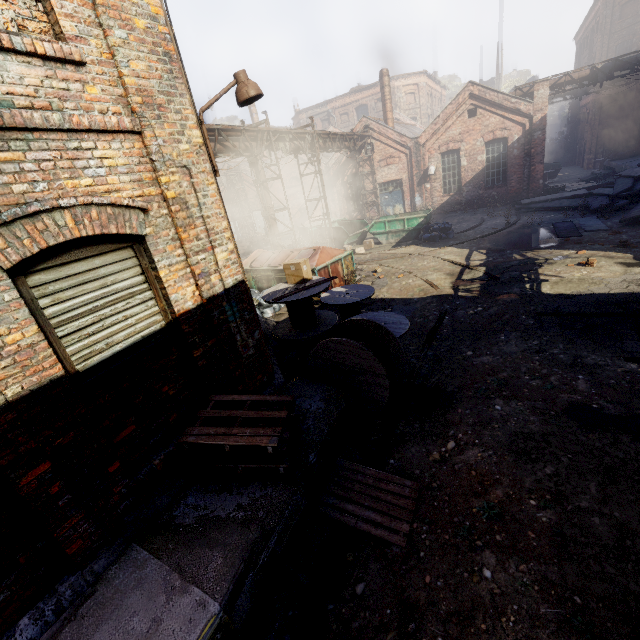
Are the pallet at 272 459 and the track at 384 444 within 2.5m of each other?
yes

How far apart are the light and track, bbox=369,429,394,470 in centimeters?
479cm

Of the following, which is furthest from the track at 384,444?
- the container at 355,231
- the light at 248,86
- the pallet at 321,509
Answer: the container at 355,231

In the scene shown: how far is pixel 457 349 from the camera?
6.9m

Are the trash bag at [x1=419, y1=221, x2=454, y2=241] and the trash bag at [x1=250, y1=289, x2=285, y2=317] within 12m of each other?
yes

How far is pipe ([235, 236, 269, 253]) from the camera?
26.01m

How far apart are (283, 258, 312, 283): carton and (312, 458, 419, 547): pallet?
3.9m

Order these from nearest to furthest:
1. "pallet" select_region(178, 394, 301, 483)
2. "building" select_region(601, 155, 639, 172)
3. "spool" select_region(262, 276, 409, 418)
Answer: "pallet" select_region(178, 394, 301, 483) < "spool" select_region(262, 276, 409, 418) < "building" select_region(601, 155, 639, 172)
